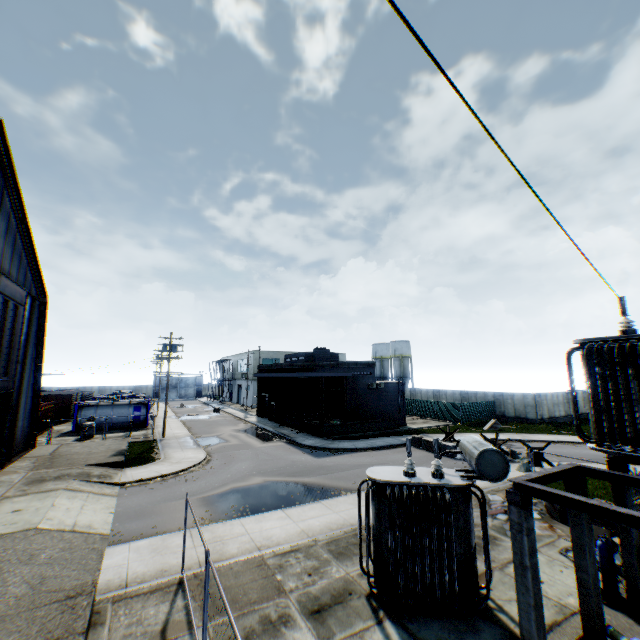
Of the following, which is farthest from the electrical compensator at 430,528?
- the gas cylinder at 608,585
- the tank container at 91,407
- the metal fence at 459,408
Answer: the tank container at 91,407

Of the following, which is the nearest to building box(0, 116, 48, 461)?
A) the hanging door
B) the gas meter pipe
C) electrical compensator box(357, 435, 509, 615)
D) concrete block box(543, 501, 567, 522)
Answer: the hanging door

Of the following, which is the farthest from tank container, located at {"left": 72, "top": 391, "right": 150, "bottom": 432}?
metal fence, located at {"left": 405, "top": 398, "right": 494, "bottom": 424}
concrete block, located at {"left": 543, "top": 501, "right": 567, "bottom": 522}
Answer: concrete block, located at {"left": 543, "top": 501, "right": 567, "bottom": 522}

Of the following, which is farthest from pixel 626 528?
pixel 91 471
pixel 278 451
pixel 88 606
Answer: pixel 91 471

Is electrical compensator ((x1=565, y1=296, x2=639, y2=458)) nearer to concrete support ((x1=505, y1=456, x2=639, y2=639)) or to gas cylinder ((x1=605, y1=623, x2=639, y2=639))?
concrete support ((x1=505, y1=456, x2=639, y2=639))

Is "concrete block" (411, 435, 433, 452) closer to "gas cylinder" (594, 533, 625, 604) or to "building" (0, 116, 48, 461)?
"gas cylinder" (594, 533, 625, 604)

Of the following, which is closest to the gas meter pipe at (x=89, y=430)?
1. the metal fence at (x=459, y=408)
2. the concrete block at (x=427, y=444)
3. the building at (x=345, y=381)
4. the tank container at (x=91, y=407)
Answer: the tank container at (x=91, y=407)

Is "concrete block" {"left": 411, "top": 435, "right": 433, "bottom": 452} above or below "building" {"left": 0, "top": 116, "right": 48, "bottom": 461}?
below
